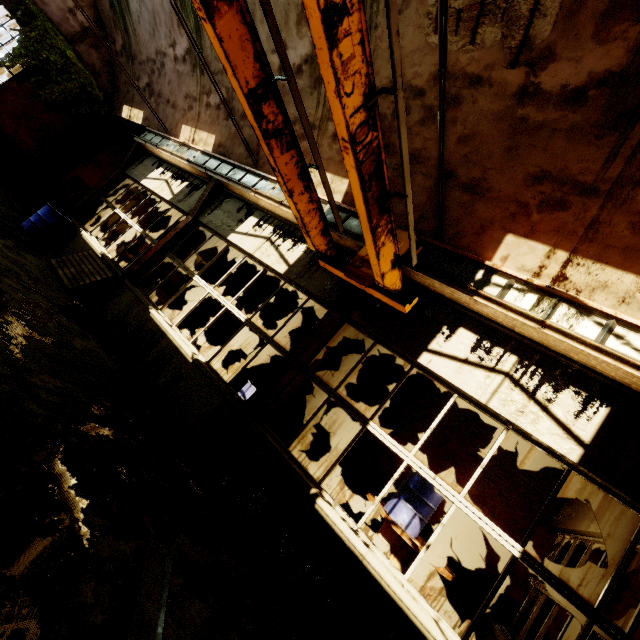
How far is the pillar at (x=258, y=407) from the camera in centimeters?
469cm

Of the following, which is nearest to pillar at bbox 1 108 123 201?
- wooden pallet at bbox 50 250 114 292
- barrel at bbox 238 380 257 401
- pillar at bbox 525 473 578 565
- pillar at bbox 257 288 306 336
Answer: wooden pallet at bbox 50 250 114 292

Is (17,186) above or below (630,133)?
below

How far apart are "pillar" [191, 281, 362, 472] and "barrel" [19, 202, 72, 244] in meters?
8.4

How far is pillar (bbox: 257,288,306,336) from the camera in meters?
11.7

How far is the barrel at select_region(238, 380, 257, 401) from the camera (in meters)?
8.14

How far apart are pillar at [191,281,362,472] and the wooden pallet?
5.16m

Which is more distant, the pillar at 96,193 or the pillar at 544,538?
the pillar at 96,193
